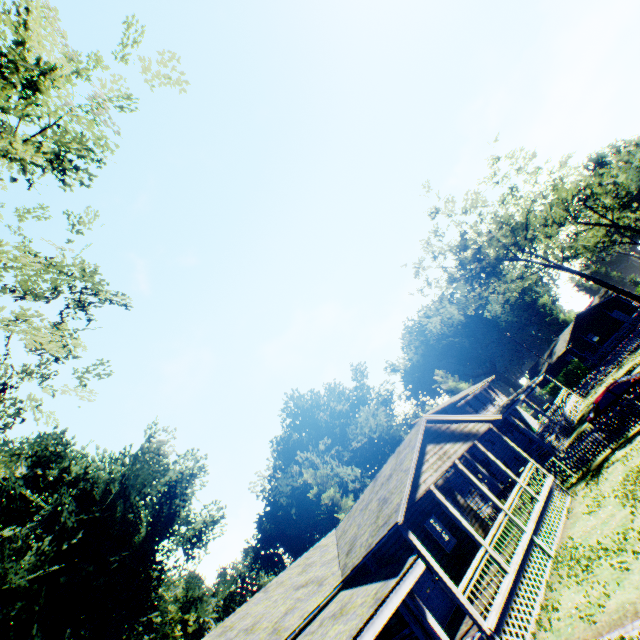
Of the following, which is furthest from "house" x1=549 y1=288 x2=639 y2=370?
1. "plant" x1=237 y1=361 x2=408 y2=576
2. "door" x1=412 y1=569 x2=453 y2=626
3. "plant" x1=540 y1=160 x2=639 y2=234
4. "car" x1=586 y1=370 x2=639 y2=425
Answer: "door" x1=412 y1=569 x2=453 y2=626

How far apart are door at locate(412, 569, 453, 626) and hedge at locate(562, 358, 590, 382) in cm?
4756

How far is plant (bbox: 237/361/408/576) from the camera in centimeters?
4075cm

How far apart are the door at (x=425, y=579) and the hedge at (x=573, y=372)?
47.6m

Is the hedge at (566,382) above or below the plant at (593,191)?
below

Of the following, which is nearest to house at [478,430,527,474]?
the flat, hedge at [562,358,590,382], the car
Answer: the flat

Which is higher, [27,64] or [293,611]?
[27,64]

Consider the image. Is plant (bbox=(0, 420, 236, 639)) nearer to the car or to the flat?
the flat
